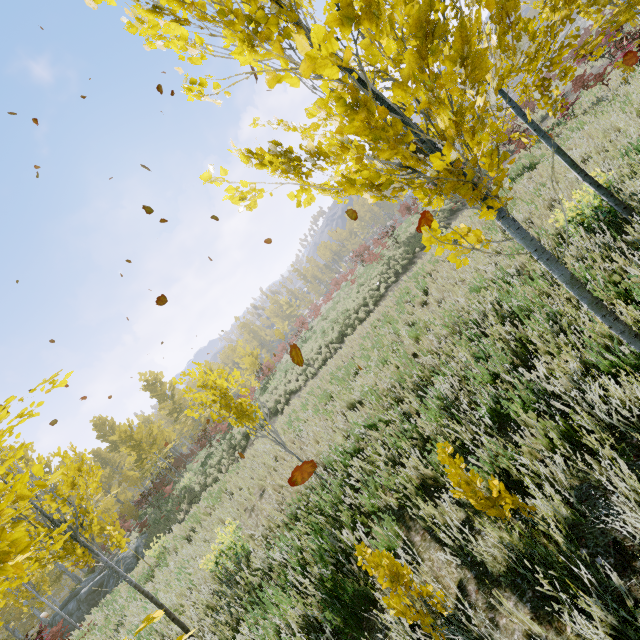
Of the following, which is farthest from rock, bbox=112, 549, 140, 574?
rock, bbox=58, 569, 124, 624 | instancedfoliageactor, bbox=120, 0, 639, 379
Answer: instancedfoliageactor, bbox=120, 0, 639, 379

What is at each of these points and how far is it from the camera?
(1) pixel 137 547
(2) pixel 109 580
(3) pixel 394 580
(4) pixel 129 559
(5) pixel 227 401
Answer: (1) rock, 17.19m
(2) rock, 16.94m
(3) instancedfoliageactor, 2.17m
(4) rock, 16.67m
(5) instancedfoliageactor, 5.04m

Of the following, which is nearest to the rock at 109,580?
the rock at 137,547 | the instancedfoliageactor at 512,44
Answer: the rock at 137,547

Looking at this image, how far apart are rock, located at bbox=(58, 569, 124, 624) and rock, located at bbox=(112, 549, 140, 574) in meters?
2.0 m

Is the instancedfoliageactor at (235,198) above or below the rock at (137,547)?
above

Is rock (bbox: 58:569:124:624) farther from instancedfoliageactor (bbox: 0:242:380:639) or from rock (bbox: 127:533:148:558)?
instancedfoliageactor (bbox: 0:242:380:639)
